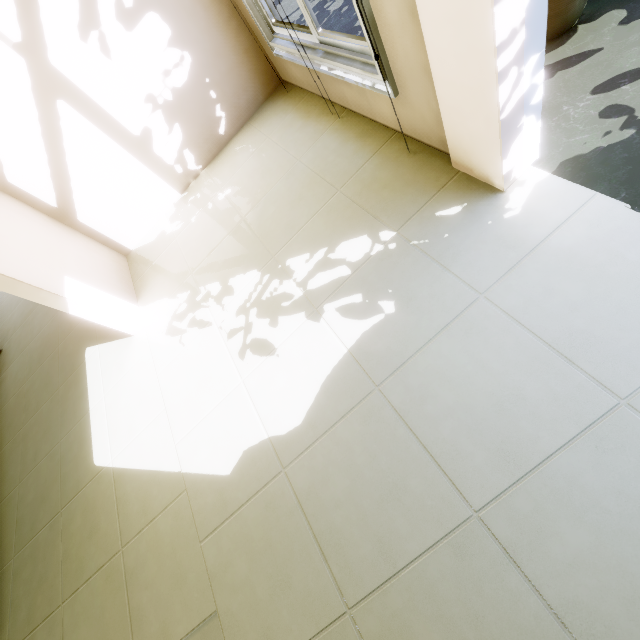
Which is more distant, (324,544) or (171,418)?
(171,418)
